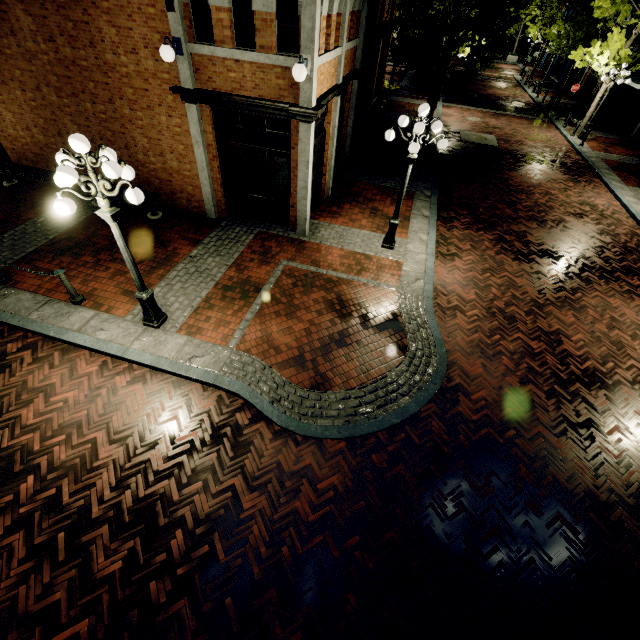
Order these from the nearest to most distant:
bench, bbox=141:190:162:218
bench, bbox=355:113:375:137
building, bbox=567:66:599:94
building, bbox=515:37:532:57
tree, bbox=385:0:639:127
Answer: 1. bench, bbox=141:190:162:218
2. tree, bbox=385:0:639:127
3. bench, bbox=355:113:375:137
4. building, bbox=567:66:599:94
5. building, bbox=515:37:532:57

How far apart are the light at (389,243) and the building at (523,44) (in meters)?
60.63

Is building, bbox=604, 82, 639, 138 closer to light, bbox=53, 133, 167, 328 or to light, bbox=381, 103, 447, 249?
light, bbox=381, 103, 447, 249

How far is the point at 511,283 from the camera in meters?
9.2

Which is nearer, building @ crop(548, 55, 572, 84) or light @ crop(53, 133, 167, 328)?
light @ crop(53, 133, 167, 328)

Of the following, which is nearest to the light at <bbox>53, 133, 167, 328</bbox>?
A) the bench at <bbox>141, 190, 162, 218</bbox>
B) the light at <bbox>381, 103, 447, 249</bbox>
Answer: the bench at <bbox>141, 190, 162, 218</bbox>

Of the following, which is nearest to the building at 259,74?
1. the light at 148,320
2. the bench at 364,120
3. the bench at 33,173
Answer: the light at 148,320

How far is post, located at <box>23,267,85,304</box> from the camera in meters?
6.7
